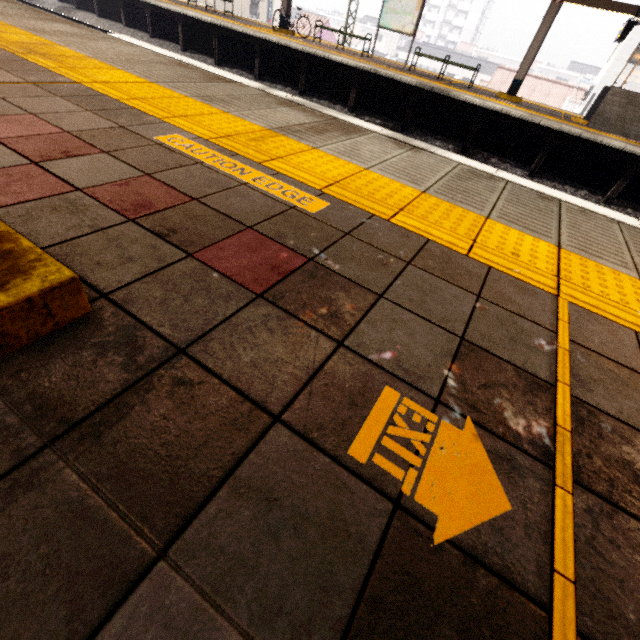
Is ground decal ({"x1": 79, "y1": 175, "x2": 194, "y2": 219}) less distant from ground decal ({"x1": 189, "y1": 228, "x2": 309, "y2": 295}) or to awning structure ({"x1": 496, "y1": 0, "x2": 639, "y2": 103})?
ground decal ({"x1": 189, "y1": 228, "x2": 309, "y2": 295})

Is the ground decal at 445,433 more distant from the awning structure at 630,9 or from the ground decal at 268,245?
the awning structure at 630,9

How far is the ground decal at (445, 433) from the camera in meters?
0.8

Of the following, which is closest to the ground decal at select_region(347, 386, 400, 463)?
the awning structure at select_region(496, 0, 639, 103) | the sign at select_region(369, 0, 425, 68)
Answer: the awning structure at select_region(496, 0, 639, 103)

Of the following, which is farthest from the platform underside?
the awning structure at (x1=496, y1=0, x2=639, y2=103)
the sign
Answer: the sign

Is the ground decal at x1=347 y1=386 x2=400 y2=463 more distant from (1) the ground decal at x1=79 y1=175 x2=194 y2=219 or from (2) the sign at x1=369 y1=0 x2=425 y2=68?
(2) the sign at x1=369 y1=0 x2=425 y2=68

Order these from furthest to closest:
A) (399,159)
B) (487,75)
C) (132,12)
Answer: (487,75)
(132,12)
(399,159)

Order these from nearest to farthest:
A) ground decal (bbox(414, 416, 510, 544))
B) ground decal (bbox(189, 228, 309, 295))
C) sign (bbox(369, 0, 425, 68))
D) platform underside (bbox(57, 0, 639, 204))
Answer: ground decal (bbox(414, 416, 510, 544))
ground decal (bbox(189, 228, 309, 295))
platform underside (bbox(57, 0, 639, 204))
sign (bbox(369, 0, 425, 68))
